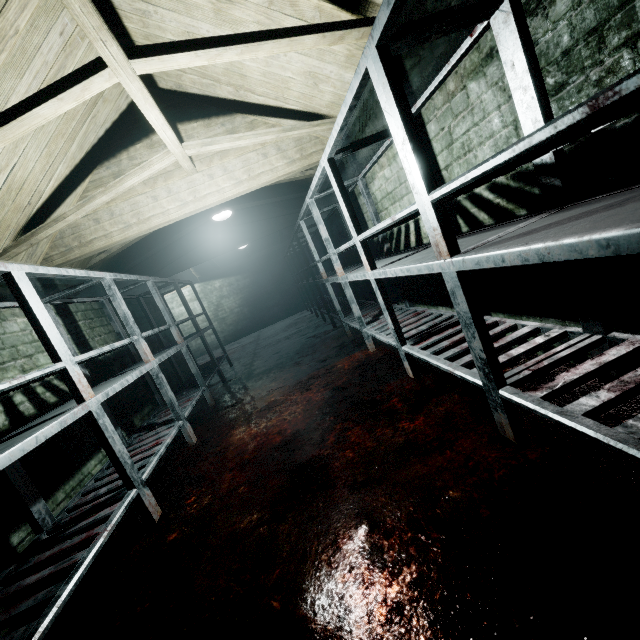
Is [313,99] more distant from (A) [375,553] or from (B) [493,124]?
(A) [375,553]

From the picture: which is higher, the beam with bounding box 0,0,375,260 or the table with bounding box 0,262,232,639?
the beam with bounding box 0,0,375,260

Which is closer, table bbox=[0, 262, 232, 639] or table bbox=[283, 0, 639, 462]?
table bbox=[283, 0, 639, 462]

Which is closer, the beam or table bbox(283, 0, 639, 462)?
table bbox(283, 0, 639, 462)

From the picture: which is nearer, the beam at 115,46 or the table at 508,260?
the table at 508,260

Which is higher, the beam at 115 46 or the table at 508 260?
the beam at 115 46
